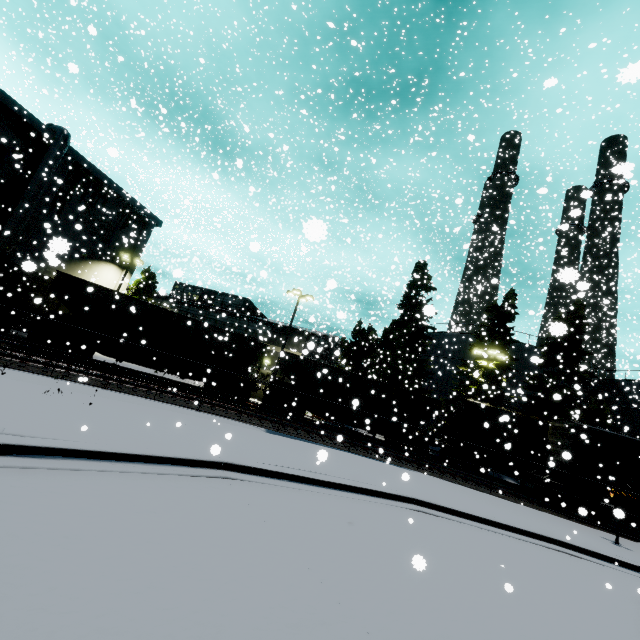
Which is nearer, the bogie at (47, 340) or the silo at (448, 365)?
the bogie at (47, 340)

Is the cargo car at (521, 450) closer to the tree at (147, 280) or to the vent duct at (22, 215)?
the vent duct at (22, 215)

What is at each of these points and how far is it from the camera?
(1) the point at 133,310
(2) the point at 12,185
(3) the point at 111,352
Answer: (1) coal car, 11.12m
(2) tree, 24.72m
(3) flatcar, 17.88m

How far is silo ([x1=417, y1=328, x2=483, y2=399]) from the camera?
34.69m

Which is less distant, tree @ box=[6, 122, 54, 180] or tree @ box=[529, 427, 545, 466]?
tree @ box=[6, 122, 54, 180]

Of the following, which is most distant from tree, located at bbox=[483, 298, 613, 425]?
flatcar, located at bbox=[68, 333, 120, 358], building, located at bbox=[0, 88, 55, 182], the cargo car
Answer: flatcar, located at bbox=[68, 333, 120, 358]

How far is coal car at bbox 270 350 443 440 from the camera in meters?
22.0 m

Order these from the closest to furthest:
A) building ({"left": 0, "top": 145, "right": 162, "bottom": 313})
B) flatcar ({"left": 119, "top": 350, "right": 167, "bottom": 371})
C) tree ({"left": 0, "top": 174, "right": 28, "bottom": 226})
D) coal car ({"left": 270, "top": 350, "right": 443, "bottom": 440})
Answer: flatcar ({"left": 119, "top": 350, "right": 167, "bottom": 371})
coal car ({"left": 270, "top": 350, "right": 443, "bottom": 440})
tree ({"left": 0, "top": 174, "right": 28, "bottom": 226})
building ({"left": 0, "top": 145, "right": 162, "bottom": 313})
